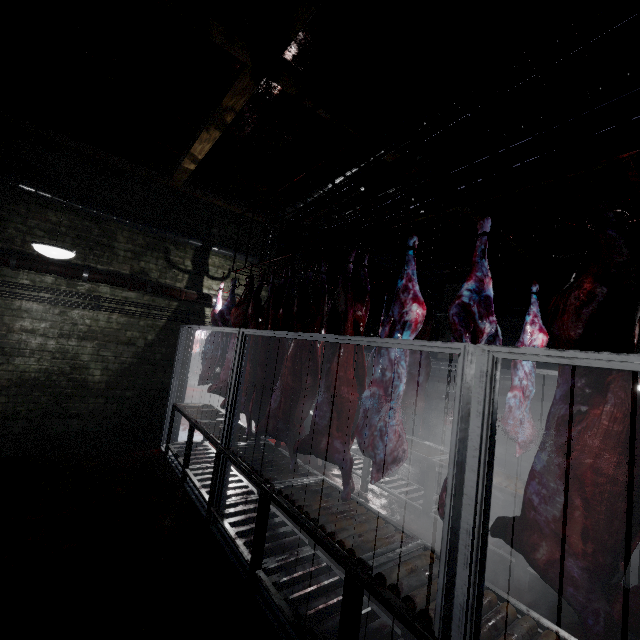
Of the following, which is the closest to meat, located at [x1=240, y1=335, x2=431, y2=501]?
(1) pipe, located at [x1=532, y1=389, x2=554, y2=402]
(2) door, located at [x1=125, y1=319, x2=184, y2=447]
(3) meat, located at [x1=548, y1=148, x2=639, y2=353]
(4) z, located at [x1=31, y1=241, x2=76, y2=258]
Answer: (3) meat, located at [x1=548, y1=148, x2=639, y2=353]

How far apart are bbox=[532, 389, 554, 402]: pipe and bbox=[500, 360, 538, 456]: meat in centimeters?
314cm

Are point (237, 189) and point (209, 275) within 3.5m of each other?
yes

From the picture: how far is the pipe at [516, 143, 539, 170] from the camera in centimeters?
313cm

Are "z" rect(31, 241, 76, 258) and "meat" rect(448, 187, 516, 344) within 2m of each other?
no

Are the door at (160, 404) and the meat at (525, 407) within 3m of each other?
no

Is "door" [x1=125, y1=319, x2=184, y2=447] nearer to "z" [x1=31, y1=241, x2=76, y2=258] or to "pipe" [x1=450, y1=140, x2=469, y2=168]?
"pipe" [x1=450, y1=140, x2=469, y2=168]

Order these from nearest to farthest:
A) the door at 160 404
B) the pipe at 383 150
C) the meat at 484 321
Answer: the meat at 484 321 → the pipe at 383 150 → the door at 160 404
